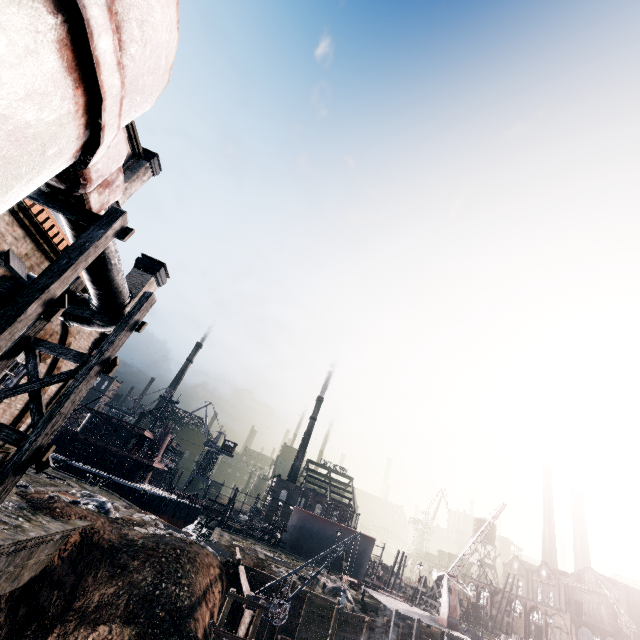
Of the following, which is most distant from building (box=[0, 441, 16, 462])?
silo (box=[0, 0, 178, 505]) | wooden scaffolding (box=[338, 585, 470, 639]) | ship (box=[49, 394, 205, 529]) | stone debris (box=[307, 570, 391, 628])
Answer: ship (box=[49, 394, 205, 529])

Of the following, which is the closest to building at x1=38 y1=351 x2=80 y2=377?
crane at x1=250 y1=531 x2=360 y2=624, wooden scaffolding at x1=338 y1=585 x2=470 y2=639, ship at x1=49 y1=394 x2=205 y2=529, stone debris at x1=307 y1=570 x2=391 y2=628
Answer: crane at x1=250 y1=531 x2=360 y2=624

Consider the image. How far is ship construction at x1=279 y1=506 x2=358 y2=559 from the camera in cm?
5569

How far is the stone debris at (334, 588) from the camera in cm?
3225

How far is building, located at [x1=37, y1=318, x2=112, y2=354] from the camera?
11.5 meters

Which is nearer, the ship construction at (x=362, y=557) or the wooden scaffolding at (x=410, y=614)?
the wooden scaffolding at (x=410, y=614)

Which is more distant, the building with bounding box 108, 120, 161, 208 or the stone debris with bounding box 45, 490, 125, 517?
the stone debris with bounding box 45, 490, 125, 517

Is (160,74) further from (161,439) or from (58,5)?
(161,439)
